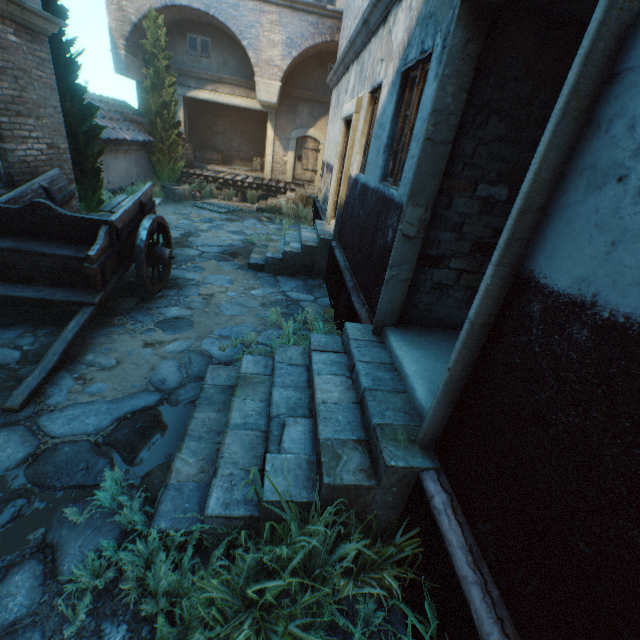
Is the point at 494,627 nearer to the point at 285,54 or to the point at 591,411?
the point at 591,411

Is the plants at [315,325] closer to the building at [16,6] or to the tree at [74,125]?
the building at [16,6]

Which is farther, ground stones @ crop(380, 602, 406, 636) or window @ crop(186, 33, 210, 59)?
window @ crop(186, 33, 210, 59)

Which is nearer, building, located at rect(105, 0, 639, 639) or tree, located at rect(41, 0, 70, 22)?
building, located at rect(105, 0, 639, 639)

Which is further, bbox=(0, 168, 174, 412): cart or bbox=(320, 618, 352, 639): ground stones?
bbox=(0, 168, 174, 412): cart

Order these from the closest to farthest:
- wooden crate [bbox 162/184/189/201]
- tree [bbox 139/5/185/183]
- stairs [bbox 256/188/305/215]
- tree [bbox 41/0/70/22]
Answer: tree [bbox 41/0/70/22]
tree [bbox 139/5/185/183]
wooden crate [bbox 162/184/189/201]
stairs [bbox 256/188/305/215]

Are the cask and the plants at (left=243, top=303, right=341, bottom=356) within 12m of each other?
no

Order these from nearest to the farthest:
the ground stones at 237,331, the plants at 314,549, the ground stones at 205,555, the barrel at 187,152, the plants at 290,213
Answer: the plants at 314,549 < the ground stones at 205,555 < the ground stones at 237,331 < the plants at 290,213 < the barrel at 187,152
